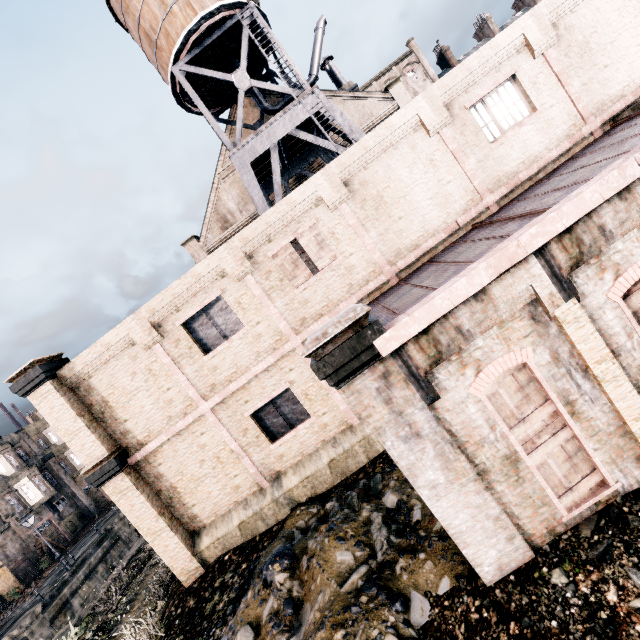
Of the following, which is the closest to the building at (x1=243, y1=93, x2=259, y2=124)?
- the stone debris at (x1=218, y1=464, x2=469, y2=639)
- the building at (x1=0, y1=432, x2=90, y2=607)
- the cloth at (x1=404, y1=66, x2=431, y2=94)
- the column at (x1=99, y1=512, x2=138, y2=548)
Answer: the stone debris at (x1=218, y1=464, x2=469, y2=639)

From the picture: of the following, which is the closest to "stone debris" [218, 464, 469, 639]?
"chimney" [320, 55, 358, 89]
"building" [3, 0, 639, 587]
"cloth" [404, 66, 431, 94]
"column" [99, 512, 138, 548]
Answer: "building" [3, 0, 639, 587]

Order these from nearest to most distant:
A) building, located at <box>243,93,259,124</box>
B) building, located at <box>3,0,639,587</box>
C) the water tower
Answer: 1. building, located at <box>3,0,639,587</box>
2. the water tower
3. building, located at <box>243,93,259,124</box>

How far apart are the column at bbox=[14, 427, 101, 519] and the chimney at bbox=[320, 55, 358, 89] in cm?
5054

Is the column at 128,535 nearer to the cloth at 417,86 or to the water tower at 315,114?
the water tower at 315,114

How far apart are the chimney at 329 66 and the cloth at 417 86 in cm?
3947

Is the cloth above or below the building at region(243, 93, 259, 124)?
above

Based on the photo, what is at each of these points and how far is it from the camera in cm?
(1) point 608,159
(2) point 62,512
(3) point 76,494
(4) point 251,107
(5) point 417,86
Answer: (1) building, 881
(2) building, 3678
(3) column, 3862
(4) building, 2445
(5) cloth, 5981
